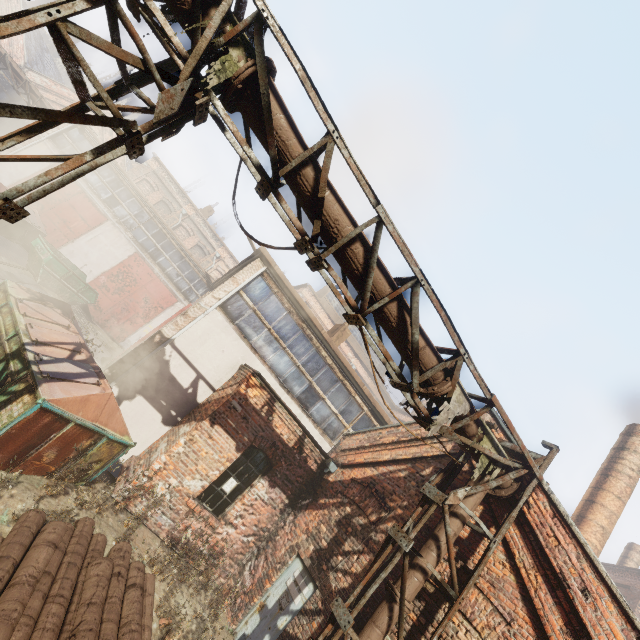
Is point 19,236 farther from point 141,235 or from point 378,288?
point 378,288

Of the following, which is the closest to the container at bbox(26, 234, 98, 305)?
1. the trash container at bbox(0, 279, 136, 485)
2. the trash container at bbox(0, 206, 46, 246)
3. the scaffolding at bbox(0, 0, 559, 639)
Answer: the trash container at bbox(0, 206, 46, 246)

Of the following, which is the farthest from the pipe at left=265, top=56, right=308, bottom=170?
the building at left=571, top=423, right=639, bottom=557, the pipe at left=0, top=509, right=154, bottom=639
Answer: the building at left=571, top=423, right=639, bottom=557

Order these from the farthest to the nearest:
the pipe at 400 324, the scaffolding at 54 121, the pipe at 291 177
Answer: the pipe at 400 324, the pipe at 291 177, the scaffolding at 54 121

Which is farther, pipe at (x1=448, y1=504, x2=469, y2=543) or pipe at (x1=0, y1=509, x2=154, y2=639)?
pipe at (x1=448, y1=504, x2=469, y2=543)

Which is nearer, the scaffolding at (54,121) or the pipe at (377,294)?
the scaffolding at (54,121)

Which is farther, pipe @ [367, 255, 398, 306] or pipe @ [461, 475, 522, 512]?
pipe @ [461, 475, 522, 512]

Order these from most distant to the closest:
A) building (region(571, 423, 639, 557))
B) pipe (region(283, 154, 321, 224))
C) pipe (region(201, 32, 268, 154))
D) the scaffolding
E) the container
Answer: the container → building (region(571, 423, 639, 557)) → pipe (region(283, 154, 321, 224)) → pipe (region(201, 32, 268, 154)) → the scaffolding
